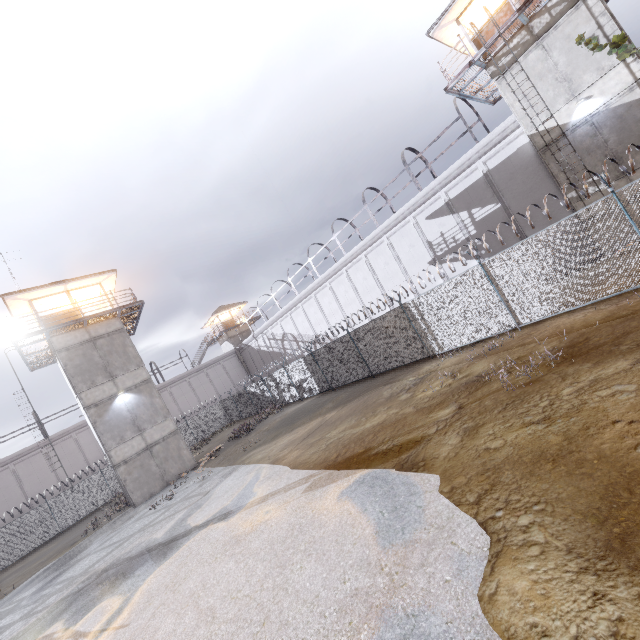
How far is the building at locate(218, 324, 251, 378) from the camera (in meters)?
46.09

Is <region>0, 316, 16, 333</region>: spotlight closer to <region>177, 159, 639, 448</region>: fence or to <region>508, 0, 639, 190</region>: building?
<region>177, 159, 639, 448</region>: fence

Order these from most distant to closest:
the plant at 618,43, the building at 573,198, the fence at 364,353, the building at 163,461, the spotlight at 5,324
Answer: the building at 163,461 → the spotlight at 5,324 → the building at 573,198 → the plant at 618,43 → the fence at 364,353

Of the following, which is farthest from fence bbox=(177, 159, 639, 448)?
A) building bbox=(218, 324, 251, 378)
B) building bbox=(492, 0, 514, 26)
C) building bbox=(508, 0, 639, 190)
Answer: building bbox=(492, 0, 514, 26)

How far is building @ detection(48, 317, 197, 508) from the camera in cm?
1978

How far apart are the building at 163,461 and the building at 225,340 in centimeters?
2362cm

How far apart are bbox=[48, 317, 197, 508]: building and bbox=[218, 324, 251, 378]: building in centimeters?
2362cm

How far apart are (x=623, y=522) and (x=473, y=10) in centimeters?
2189cm
